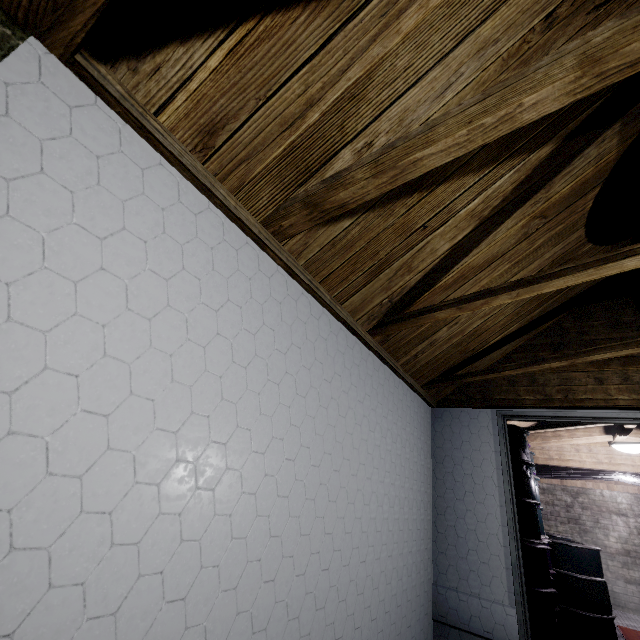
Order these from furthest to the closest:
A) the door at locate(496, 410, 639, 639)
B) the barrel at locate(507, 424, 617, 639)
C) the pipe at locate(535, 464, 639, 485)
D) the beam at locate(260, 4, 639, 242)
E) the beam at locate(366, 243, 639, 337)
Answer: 1. the pipe at locate(535, 464, 639, 485)
2. the barrel at locate(507, 424, 617, 639)
3. the door at locate(496, 410, 639, 639)
4. the beam at locate(366, 243, 639, 337)
5. the beam at locate(260, 4, 639, 242)

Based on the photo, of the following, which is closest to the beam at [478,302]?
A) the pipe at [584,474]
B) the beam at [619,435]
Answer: the beam at [619,435]

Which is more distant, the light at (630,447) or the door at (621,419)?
the light at (630,447)

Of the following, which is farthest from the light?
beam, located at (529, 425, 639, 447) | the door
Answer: the door

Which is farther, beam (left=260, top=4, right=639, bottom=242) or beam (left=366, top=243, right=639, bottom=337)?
beam (left=366, top=243, right=639, bottom=337)

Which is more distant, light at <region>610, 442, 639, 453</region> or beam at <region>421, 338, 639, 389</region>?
light at <region>610, 442, 639, 453</region>

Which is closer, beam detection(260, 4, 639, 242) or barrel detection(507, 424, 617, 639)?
beam detection(260, 4, 639, 242)

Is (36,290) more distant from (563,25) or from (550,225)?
(550,225)
